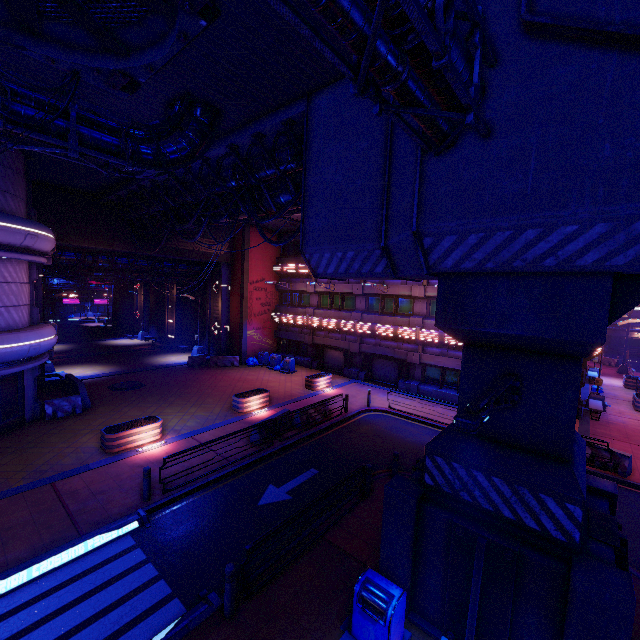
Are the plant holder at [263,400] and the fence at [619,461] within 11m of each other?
no

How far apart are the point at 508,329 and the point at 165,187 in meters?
18.8 m

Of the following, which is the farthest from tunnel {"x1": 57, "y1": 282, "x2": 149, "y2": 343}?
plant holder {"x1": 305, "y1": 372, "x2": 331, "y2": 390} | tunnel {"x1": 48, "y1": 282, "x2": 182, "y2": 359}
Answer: plant holder {"x1": 305, "y1": 372, "x2": 331, "y2": 390}

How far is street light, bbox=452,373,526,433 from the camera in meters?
3.8 m

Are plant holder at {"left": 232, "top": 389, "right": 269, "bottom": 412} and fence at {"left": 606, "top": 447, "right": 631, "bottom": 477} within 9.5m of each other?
no

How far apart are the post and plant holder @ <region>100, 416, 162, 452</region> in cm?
872

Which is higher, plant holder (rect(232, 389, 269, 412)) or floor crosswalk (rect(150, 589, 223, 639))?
plant holder (rect(232, 389, 269, 412))

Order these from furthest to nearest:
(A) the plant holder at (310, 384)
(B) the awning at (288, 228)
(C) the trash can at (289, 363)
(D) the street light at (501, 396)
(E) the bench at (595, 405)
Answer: (C) the trash can at (289, 363), (B) the awning at (288, 228), (A) the plant holder at (310, 384), (E) the bench at (595, 405), (D) the street light at (501, 396)
